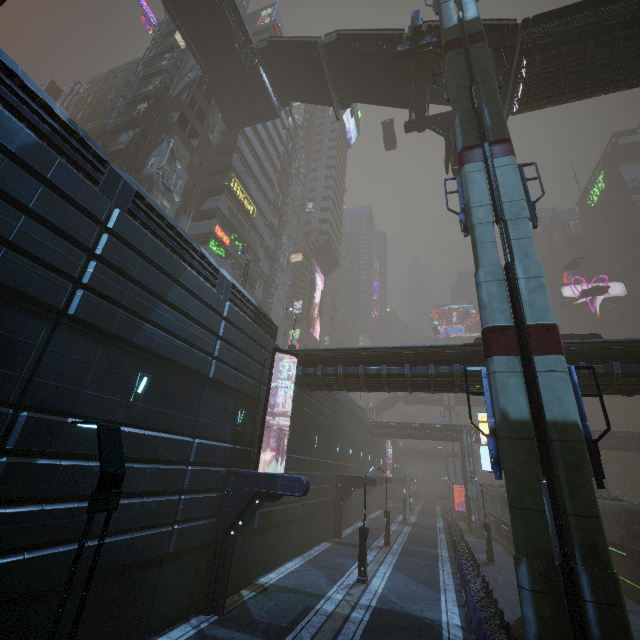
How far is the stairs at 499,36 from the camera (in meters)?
19.06

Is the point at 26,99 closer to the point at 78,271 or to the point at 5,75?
the point at 5,75

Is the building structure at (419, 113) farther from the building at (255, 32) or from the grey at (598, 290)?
the grey at (598, 290)

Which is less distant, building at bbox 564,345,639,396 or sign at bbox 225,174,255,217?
building at bbox 564,345,639,396

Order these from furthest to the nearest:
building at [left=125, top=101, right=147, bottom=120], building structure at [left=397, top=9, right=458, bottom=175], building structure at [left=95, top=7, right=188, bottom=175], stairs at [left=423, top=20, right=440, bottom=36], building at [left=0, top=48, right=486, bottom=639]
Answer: building at [left=125, top=101, right=147, bottom=120] < building structure at [left=95, top=7, right=188, bottom=175] < stairs at [left=423, top=20, right=440, bottom=36] < building structure at [left=397, top=9, right=458, bottom=175] < building at [left=0, top=48, right=486, bottom=639]

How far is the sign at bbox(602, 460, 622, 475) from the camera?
54.7m

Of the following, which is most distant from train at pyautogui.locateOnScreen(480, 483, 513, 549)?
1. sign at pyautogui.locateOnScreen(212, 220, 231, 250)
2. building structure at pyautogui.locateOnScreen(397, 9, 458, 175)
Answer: sign at pyautogui.locateOnScreen(212, 220, 231, 250)

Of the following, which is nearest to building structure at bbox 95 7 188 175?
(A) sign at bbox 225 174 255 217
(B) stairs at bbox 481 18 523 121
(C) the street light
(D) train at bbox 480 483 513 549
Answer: (A) sign at bbox 225 174 255 217
